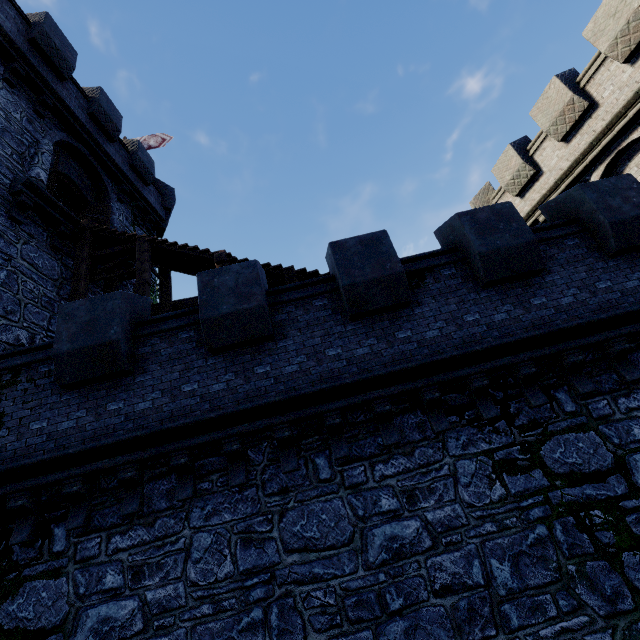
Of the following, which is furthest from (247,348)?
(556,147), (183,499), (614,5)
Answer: (614,5)

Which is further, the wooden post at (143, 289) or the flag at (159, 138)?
the flag at (159, 138)

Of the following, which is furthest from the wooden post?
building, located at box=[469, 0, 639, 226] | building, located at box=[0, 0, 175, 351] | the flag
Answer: building, located at box=[469, 0, 639, 226]

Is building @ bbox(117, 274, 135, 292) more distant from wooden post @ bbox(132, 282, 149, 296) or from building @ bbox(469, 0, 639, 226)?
building @ bbox(469, 0, 639, 226)

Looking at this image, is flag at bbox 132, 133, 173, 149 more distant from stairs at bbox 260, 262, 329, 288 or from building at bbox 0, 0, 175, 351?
stairs at bbox 260, 262, 329, 288

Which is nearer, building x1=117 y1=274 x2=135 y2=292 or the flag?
building x1=117 y1=274 x2=135 y2=292

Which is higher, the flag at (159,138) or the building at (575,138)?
the flag at (159,138)

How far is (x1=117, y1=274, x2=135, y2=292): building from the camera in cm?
1271
